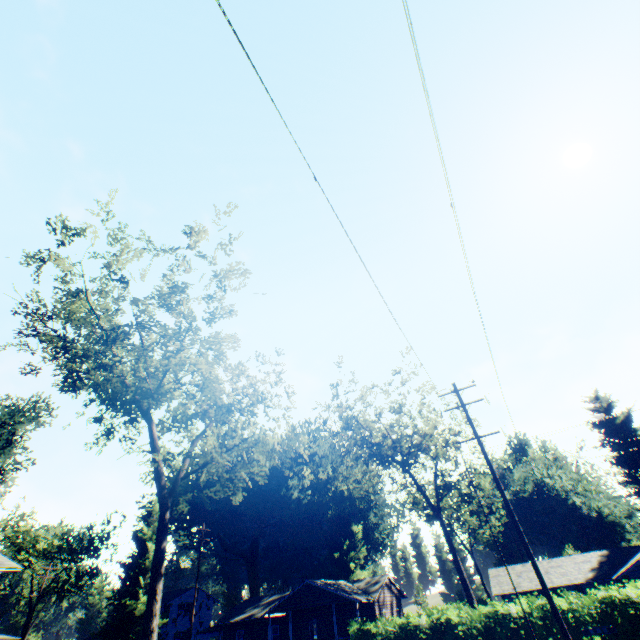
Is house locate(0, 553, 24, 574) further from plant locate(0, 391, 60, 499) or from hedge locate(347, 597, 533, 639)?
hedge locate(347, 597, 533, 639)

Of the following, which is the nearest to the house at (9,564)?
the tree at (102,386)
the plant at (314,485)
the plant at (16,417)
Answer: the plant at (16,417)

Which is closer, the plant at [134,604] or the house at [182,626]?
the plant at [134,604]

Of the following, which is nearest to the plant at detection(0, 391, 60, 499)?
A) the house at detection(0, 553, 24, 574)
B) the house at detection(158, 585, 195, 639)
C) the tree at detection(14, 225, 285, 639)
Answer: the house at detection(0, 553, 24, 574)

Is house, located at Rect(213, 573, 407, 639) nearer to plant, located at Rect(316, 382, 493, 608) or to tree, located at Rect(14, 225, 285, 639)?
plant, located at Rect(316, 382, 493, 608)

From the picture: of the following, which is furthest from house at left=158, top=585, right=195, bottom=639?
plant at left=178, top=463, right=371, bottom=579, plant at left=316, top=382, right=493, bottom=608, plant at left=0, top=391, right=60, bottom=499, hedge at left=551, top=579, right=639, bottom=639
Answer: plant at left=316, top=382, right=493, bottom=608

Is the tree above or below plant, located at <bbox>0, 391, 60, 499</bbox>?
below

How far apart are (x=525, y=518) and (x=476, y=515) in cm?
1307
